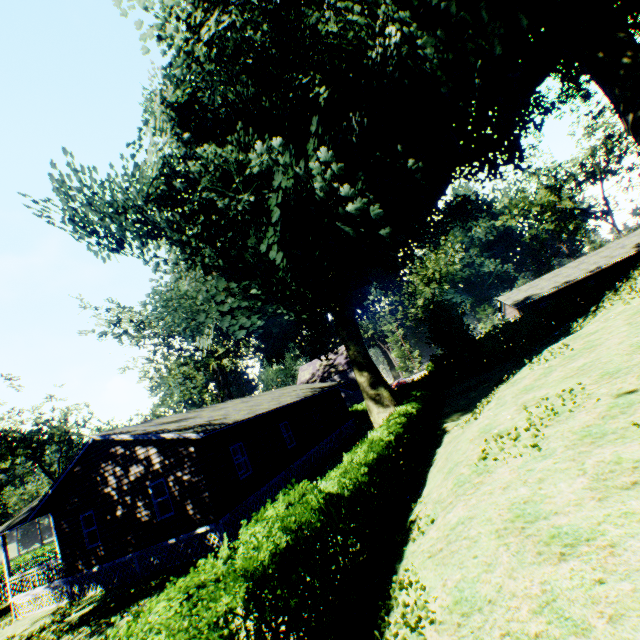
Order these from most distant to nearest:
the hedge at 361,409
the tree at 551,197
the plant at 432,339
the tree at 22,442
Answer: the tree at 551,197 → the tree at 22,442 → the hedge at 361,409 → the plant at 432,339

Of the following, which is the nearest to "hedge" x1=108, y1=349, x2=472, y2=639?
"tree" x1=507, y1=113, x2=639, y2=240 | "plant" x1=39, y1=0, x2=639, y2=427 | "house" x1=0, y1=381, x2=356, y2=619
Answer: "plant" x1=39, y1=0, x2=639, y2=427

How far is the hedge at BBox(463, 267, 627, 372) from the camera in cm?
2944

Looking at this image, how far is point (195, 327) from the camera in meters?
17.9

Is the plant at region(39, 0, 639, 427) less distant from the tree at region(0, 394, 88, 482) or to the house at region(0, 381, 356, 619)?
the house at region(0, 381, 356, 619)

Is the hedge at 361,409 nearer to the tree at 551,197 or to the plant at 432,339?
the plant at 432,339

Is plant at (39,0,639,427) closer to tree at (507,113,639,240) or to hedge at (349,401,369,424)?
hedge at (349,401,369,424)
